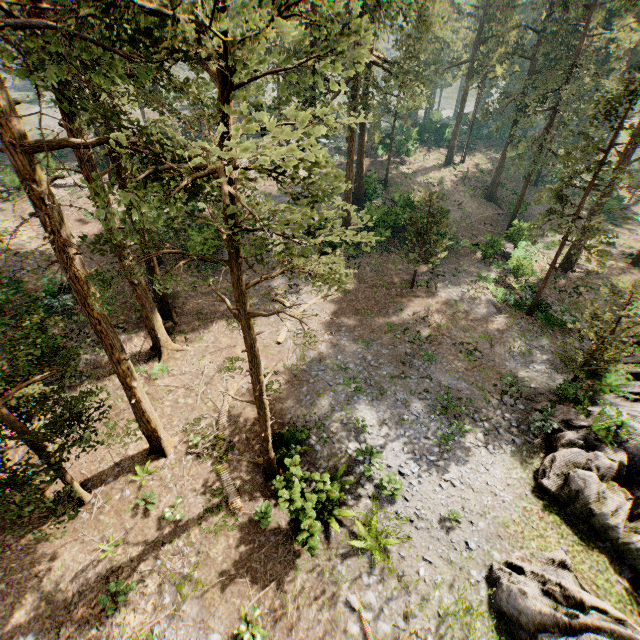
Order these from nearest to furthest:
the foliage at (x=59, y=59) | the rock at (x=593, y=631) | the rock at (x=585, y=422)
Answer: the foliage at (x=59, y=59), the rock at (x=593, y=631), the rock at (x=585, y=422)

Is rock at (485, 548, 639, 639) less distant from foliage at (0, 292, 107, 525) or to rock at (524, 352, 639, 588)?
rock at (524, 352, 639, 588)

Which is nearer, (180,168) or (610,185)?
(180,168)

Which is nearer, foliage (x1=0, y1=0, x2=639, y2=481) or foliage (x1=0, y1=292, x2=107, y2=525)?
foliage (x1=0, y1=0, x2=639, y2=481)

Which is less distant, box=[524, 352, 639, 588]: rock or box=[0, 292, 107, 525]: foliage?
box=[0, 292, 107, 525]: foliage

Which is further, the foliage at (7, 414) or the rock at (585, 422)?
the rock at (585, 422)

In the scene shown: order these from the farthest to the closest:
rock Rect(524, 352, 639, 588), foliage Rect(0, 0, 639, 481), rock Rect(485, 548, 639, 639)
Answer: rock Rect(524, 352, 639, 588)
rock Rect(485, 548, 639, 639)
foliage Rect(0, 0, 639, 481)
